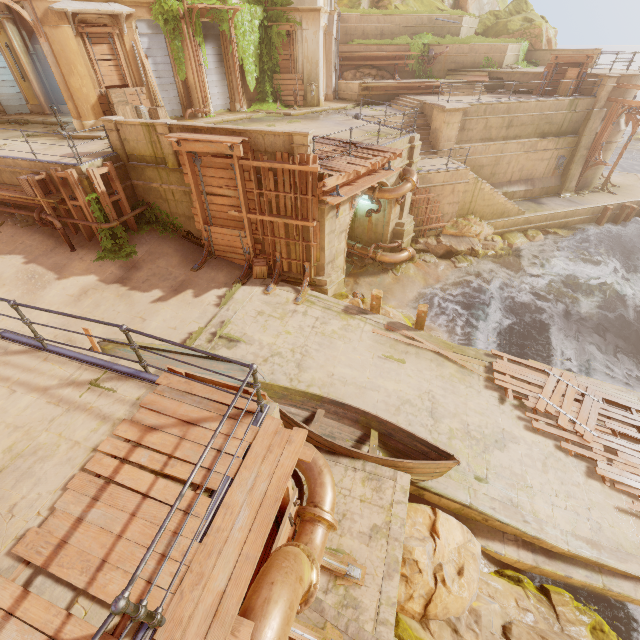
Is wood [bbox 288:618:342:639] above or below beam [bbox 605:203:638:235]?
above

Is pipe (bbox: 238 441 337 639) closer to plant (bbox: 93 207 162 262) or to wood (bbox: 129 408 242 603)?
wood (bbox: 129 408 242 603)

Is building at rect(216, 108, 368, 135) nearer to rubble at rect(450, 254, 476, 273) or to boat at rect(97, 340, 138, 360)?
rubble at rect(450, 254, 476, 273)

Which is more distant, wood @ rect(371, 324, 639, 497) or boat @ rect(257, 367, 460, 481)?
wood @ rect(371, 324, 639, 497)

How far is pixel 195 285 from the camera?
12.26m

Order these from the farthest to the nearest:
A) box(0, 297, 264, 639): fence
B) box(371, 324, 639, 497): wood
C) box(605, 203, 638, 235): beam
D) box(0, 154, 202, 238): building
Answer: box(605, 203, 638, 235): beam < box(0, 154, 202, 238): building < box(371, 324, 639, 497): wood < box(0, 297, 264, 639): fence

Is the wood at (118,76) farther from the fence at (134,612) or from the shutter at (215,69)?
the fence at (134,612)

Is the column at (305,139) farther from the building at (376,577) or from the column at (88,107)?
the column at (88,107)
